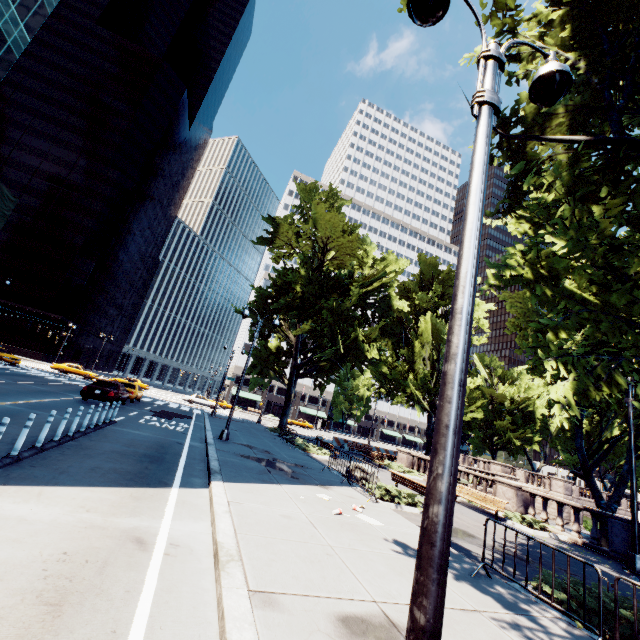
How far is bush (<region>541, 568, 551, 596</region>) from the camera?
6.0m

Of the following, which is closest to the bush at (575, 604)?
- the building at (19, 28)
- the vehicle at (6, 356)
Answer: the building at (19, 28)

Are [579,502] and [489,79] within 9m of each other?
no

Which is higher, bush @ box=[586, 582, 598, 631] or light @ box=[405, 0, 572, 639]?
light @ box=[405, 0, 572, 639]

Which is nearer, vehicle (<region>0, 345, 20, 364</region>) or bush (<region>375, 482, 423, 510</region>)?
bush (<region>375, 482, 423, 510</region>)

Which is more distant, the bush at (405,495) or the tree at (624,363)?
the bush at (405,495)

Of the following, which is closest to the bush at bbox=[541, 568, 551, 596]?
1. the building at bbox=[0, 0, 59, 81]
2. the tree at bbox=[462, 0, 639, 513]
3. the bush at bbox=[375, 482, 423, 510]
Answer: the tree at bbox=[462, 0, 639, 513]

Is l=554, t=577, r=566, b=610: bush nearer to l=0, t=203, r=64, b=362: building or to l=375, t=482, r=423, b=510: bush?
l=375, t=482, r=423, b=510: bush
